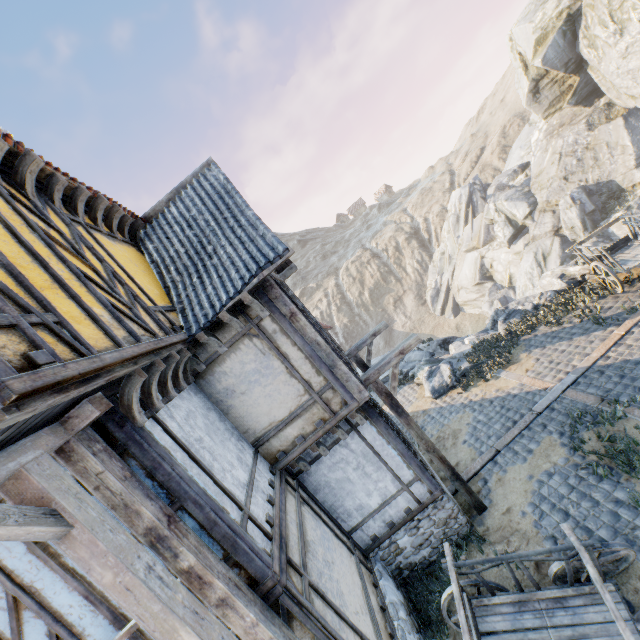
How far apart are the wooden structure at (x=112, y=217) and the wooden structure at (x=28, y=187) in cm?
246

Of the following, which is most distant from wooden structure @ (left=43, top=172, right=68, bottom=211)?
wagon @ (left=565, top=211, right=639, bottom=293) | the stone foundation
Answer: wagon @ (left=565, top=211, right=639, bottom=293)

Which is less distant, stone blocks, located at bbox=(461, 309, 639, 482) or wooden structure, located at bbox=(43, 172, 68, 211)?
→ wooden structure, located at bbox=(43, 172, 68, 211)

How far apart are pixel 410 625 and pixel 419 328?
38.48m

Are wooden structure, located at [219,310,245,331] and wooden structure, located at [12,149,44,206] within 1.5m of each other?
no

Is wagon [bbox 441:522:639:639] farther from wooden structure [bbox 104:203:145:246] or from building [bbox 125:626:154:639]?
wooden structure [bbox 104:203:145:246]

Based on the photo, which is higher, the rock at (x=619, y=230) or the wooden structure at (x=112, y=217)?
the wooden structure at (x=112, y=217)

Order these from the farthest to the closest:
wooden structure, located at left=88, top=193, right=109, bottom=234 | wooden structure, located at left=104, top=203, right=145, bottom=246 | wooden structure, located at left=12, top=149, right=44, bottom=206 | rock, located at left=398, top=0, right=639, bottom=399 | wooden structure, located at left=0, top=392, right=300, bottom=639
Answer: rock, located at left=398, top=0, right=639, bottom=399 < wooden structure, located at left=104, top=203, right=145, bottom=246 < wooden structure, located at left=88, top=193, right=109, bottom=234 < wooden structure, located at left=12, top=149, right=44, bottom=206 < wooden structure, located at left=0, top=392, right=300, bottom=639
